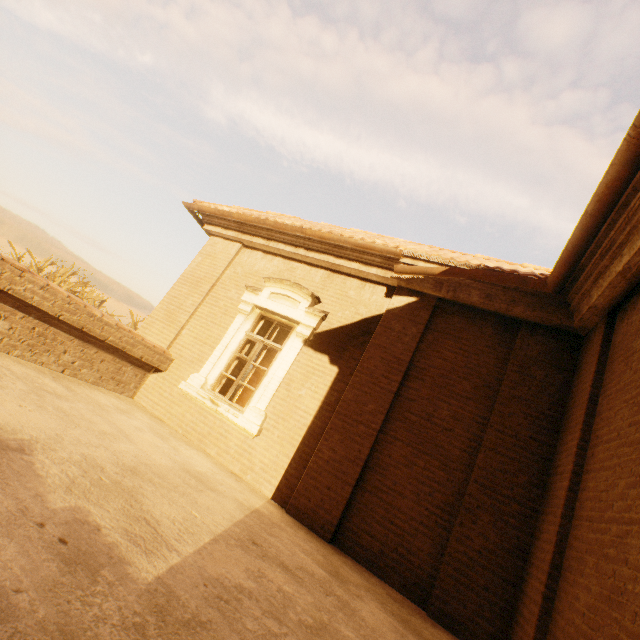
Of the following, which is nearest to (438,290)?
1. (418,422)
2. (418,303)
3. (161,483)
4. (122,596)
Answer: (418,303)
